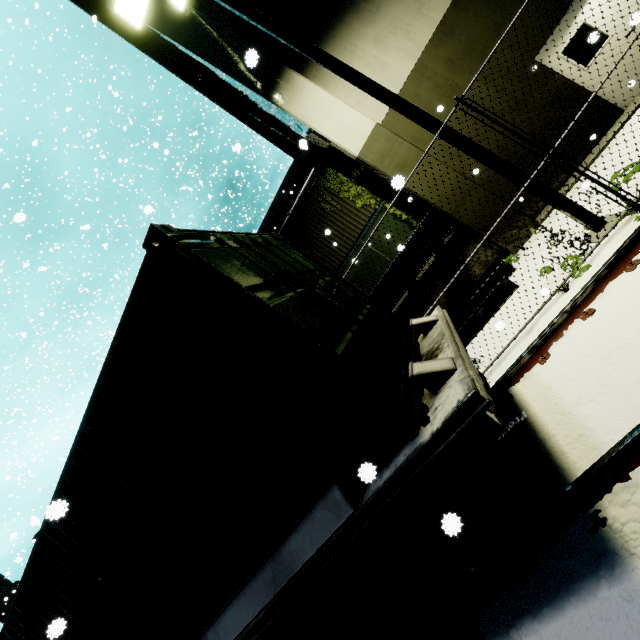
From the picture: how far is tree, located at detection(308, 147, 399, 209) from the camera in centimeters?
1094cm

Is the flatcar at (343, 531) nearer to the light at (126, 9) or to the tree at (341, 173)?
the light at (126, 9)

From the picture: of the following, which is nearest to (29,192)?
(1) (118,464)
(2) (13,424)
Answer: (1) (118,464)

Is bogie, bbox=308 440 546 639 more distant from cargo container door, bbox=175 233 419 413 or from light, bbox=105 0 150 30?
light, bbox=105 0 150 30

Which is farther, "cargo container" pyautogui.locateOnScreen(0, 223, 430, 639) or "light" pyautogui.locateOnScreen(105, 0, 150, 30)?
"light" pyautogui.locateOnScreen(105, 0, 150, 30)

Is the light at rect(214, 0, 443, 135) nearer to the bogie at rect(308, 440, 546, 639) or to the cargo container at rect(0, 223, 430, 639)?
the cargo container at rect(0, 223, 430, 639)

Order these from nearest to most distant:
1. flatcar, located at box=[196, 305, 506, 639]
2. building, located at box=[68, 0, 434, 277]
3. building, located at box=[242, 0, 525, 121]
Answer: flatcar, located at box=[196, 305, 506, 639] → building, located at box=[242, 0, 525, 121] → building, located at box=[68, 0, 434, 277]

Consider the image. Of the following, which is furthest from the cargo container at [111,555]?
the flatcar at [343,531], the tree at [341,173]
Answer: the tree at [341,173]
